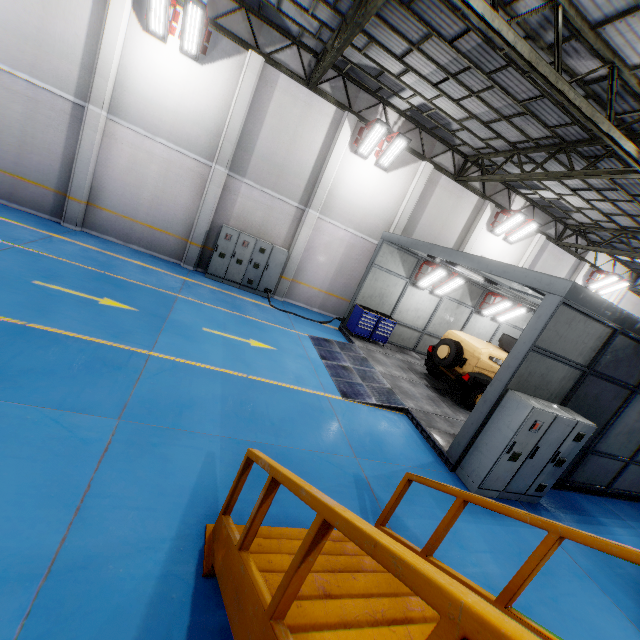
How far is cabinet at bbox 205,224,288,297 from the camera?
12.6m

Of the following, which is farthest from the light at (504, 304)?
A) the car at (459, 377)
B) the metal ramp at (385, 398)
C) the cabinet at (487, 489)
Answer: the cabinet at (487, 489)

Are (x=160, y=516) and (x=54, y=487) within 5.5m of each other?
yes

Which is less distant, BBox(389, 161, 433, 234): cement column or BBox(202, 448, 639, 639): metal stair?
BBox(202, 448, 639, 639): metal stair

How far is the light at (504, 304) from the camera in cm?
1436

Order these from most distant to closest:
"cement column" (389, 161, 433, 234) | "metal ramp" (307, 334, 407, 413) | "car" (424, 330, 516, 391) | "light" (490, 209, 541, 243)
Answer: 1. "light" (490, 209, 541, 243)
2. "cement column" (389, 161, 433, 234)
3. "car" (424, 330, 516, 391)
4. "metal ramp" (307, 334, 407, 413)

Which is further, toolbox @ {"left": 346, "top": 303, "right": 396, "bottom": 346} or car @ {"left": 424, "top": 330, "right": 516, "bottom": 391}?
toolbox @ {"left": 346, "top": 303, "right": 396, "bottom": 346}

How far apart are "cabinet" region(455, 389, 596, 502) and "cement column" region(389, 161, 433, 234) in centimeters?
940cm
